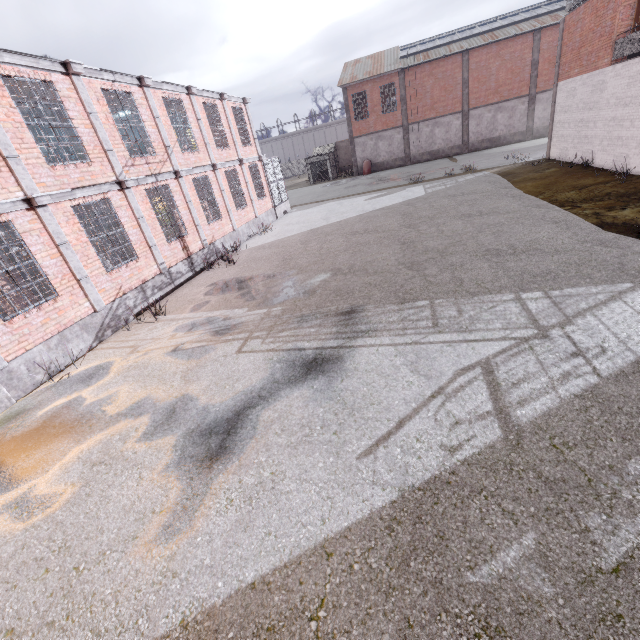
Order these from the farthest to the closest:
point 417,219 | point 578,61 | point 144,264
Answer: point 578,61 < point 417,219 < point 144,264

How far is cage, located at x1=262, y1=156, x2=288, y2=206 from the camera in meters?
21.3

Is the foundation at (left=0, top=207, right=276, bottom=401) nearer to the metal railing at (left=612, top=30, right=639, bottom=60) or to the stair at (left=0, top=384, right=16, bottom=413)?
the stair at (left=0, top=384, right=16, bottom=413)

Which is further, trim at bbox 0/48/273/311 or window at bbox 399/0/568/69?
window at bbox 399/0/568/69

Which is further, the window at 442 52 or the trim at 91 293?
the window at 442 52

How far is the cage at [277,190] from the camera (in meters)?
21.34

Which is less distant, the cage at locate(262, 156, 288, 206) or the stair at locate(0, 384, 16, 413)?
A: the stair at locate(0, 384, 16, 413)

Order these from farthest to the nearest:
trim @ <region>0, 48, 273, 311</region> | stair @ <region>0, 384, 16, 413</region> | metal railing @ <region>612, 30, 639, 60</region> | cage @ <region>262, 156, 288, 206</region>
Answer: cage @ <region>262, 156, 288, 206</region>
metal railing @ <region>612, 30, 639, 60</region>
trim @ <region>0, 48, 273, 311</region>
stair @ <region>0, 384, 16, 413</region>
